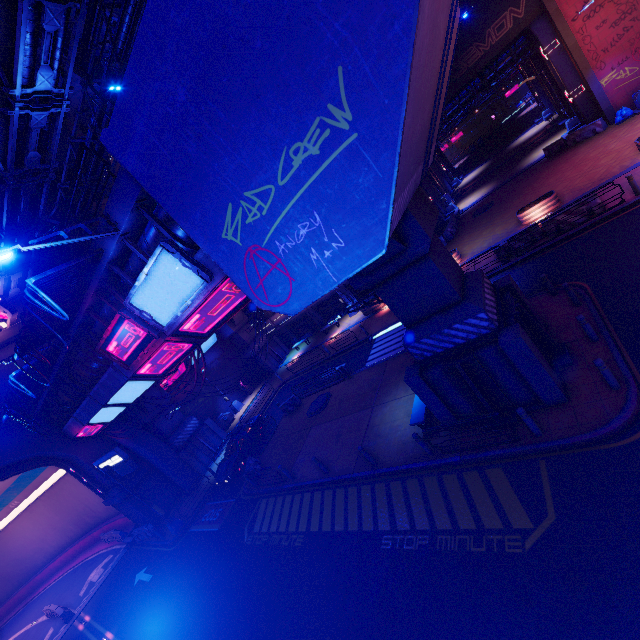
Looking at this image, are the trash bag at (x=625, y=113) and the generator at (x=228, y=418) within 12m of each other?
no

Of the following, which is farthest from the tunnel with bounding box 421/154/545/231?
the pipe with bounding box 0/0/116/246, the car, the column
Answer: the car

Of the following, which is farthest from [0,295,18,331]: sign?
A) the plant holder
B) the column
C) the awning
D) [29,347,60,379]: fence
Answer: the column

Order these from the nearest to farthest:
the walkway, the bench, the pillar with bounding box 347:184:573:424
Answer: the walkway
the pillar with bounding box 347:184:573:424
the bench

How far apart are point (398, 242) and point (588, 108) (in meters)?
28.23

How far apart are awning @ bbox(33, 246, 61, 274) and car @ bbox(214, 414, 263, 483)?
22.72m

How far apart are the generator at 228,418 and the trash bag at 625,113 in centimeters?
3933cm

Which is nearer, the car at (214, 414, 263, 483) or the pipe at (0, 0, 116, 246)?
the pipe at (0, 0, 116, 246)
